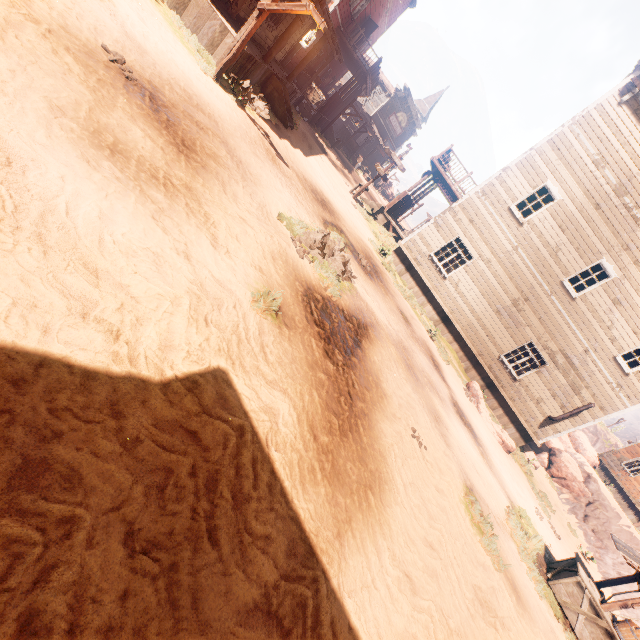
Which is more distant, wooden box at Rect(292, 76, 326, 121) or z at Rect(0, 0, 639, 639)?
wooden box at Rect(292, 76, 326, 121)

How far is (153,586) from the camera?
1.8m

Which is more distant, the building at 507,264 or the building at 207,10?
the building at 507,264

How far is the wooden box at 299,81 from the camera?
19.83m

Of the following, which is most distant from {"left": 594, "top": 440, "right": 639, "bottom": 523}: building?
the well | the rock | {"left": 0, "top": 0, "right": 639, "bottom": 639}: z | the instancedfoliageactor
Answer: the well

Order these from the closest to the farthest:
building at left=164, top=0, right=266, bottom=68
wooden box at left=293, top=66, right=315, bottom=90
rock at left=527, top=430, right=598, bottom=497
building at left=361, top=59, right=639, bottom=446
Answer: building at left=164, top=0, right=266, bottom=68, building at left=361, top=59, right=639, bottom=446, rock at left=527, top=430, right=598, bottom=497, wooden box at left=293, top=66, right=315, bottom=90

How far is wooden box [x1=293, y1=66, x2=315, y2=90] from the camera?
19.8m

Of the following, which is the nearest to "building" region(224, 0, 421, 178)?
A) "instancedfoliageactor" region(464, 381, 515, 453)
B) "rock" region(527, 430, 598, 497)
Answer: "rock" region(527, 430, 598, 497)
